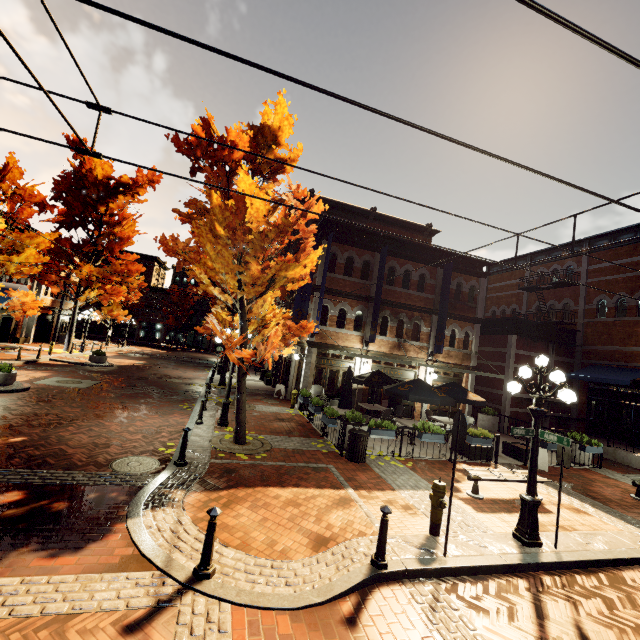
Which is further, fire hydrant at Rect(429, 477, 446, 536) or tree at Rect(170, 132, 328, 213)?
tree at Rect(170, 132, 328, 213)

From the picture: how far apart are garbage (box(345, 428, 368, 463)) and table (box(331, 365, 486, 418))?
2.5m

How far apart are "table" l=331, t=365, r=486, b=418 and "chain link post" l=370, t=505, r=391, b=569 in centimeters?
671cm

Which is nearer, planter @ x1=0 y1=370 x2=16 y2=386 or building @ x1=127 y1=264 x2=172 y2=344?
planter @ x1=0 y1=370 x2=16 y2=386

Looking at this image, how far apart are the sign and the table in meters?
5.7

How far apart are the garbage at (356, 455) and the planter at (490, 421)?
11.2 meters

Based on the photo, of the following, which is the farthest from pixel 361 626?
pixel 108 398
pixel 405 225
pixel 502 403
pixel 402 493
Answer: pixel 405 225

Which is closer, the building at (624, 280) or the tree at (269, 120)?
the tree at (269, 120)
